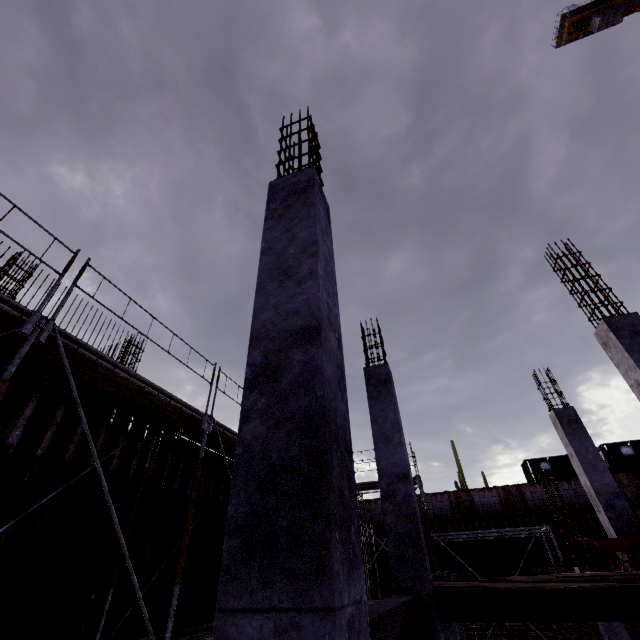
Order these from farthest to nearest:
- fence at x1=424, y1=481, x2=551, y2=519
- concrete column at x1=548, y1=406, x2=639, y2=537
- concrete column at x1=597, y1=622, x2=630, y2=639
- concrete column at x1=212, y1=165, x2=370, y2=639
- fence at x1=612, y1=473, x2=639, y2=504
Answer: A:
1. fence at x1=424, y1=481, x2=551, y2=519
2. fence at x1=612, y1=473, x2=639, y2=504
3. concrete column at x1=597, y1=622, x2=630, y2=639
4. concrete column at x1=548, y1=406, x2=639, y2=537
5. concrete column at x1=212, y1=165, x2=370, y2=639

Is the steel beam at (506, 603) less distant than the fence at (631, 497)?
Yes

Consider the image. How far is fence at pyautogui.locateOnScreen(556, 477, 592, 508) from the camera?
25.09m

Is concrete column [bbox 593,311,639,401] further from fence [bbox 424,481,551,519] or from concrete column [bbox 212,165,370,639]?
fence [bbox 424,481,551,519]

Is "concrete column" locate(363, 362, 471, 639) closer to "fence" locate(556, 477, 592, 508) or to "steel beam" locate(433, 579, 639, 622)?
"steel beam" locate(433, 579, 639, 622)

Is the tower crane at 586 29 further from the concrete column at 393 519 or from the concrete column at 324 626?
the concrete column at 324 626

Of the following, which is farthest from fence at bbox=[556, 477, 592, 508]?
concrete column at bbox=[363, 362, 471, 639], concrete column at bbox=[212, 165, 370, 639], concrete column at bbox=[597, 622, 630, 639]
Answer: concrete column at bbox=[212, 165, 370, 639]

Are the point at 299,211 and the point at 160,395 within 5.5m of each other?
yes
